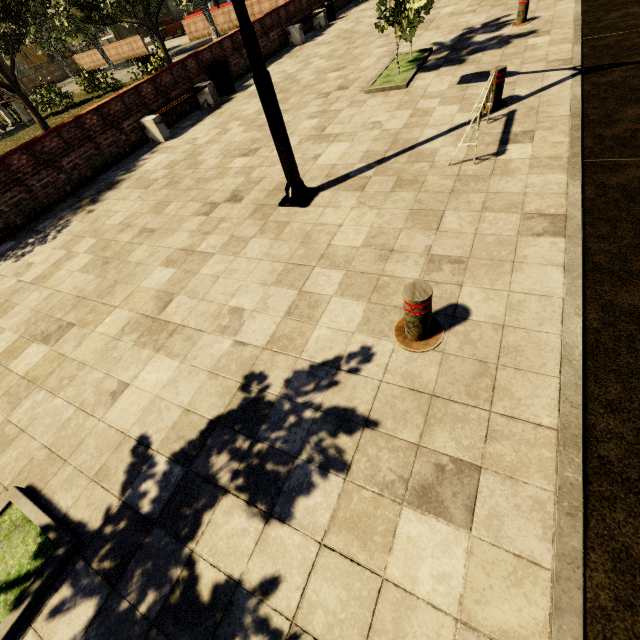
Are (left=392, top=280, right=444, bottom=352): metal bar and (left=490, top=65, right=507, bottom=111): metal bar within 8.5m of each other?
yes

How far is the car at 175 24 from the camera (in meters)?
30.02

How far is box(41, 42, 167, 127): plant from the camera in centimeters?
1507cm

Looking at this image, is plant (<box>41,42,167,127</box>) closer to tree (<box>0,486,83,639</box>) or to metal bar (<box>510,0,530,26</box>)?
tree (<box>0,486,83,639</box>)

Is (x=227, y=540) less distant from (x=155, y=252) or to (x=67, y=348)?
(x=67, y=348)

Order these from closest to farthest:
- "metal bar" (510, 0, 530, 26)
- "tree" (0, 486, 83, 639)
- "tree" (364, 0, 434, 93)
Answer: "tree" (0, 486, 83, 639) < "tree" (364, 0, 434, 93) < "metal bar" (510, 0, 530, 26)

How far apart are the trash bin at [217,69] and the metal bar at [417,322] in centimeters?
1115cm

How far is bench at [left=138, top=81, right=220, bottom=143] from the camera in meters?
8.6
